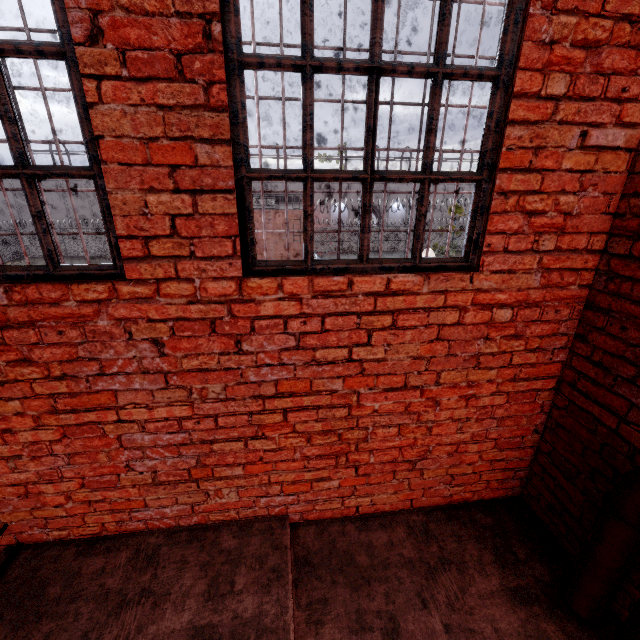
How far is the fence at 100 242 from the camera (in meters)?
31.84

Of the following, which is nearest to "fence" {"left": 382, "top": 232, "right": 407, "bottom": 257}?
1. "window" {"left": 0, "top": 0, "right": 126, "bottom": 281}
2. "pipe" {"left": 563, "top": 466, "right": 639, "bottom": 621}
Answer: "pipe" {"left": 563, "top": 466, "right": 639, "bottom": 621}

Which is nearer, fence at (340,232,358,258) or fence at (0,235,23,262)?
fence at (340,232,358,258)

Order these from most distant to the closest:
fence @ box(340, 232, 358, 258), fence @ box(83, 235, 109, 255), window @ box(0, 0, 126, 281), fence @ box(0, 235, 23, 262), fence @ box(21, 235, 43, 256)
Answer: fence @ box(83, 235, 109, 255) < fence @ box(21, 235, 43, 256) < fence @ box(0, 235, 23, 262) < fence @ box(340, 232, 358, 258) < window @ box(0, 0, 126, 281)

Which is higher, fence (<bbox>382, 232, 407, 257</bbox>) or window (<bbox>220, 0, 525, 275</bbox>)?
window (<bbox>220, 0, 525, 275</bbox>)

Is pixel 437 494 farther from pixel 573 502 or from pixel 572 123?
pixel 572 123

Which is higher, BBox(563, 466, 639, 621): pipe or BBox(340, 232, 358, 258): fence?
BBox(563, 466, 639, 621): pipe
